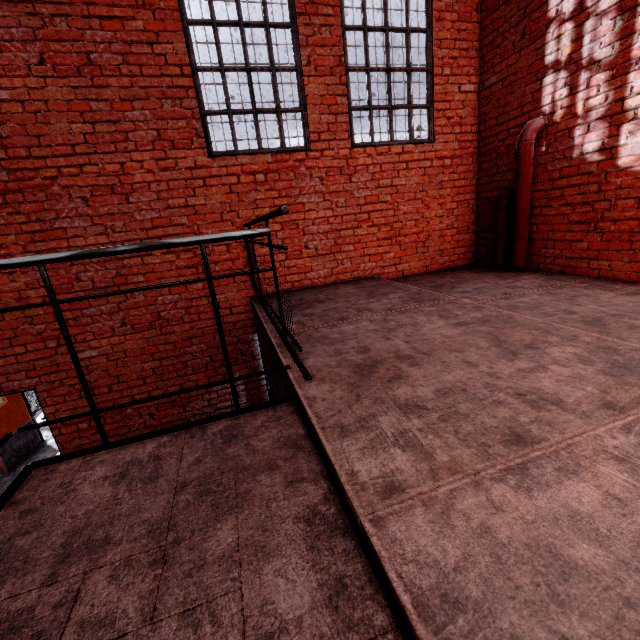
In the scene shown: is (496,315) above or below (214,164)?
below

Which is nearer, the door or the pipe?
the pipe

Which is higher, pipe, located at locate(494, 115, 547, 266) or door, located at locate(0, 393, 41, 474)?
pipe, located at locate(494, 115, 547, 266)

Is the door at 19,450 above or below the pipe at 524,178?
below

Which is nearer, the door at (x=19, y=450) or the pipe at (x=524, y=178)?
the pipe at (x=524, y=178)

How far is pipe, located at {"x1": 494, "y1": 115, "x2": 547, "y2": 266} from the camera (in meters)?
4.11
